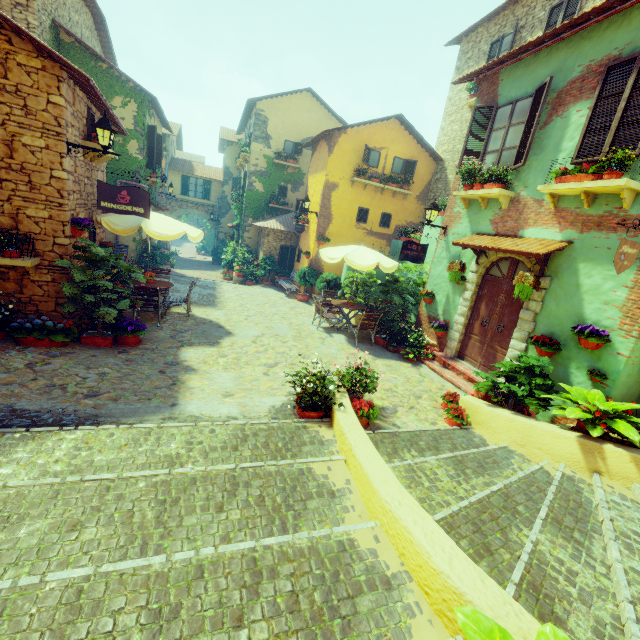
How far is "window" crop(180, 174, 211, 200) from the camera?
24.9m

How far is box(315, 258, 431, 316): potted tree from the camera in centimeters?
1046cm

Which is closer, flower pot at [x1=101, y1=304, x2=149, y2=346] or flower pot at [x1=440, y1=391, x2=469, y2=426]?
flower pot at [x1=440, y1=391, x2=469, y2=426]

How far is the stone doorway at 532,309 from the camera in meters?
6.6 m

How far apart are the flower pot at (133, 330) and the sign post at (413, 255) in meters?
6.7 m

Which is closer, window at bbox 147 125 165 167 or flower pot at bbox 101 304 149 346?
flower pot at bbox 101 304 149 346

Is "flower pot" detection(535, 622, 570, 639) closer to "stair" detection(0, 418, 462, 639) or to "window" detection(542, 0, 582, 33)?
"stair" detection(0, 418, 462, 639)

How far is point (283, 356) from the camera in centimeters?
795cm
